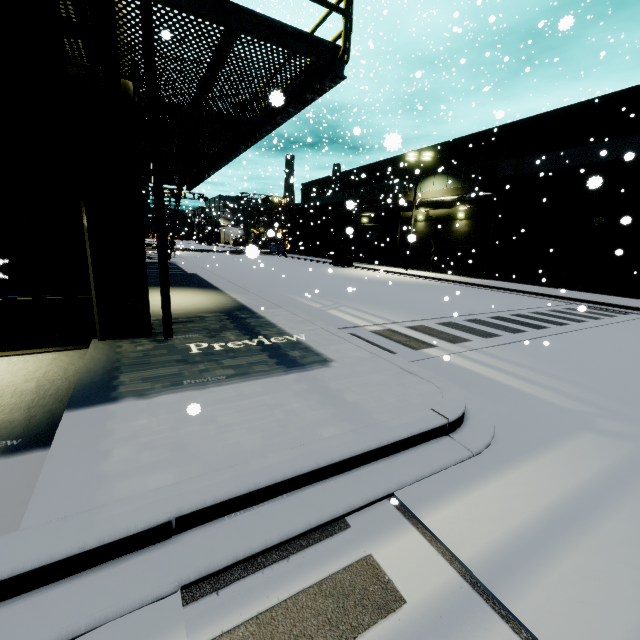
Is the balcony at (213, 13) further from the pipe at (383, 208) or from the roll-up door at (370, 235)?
the roll-up door at (370, 235)

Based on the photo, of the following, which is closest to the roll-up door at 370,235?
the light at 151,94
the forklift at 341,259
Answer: the forklift at 341,259

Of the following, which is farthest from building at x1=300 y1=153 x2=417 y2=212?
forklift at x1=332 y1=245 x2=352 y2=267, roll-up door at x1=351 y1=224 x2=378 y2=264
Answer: forklift at x1=332 y1=245 x2=352 y2=267

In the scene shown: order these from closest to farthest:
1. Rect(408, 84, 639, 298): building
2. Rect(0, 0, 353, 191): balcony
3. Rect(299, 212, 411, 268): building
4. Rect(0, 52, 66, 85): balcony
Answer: Rect(0, 0, 353, 191): balcony
Rect(0, 52, 66, 85): balcony
Rect(408, 84, 639, 298): building
Rect(299, 212, 411, 268): building

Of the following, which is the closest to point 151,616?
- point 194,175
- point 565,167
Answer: point 194,175

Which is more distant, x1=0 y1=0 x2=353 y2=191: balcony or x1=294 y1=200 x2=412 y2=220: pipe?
x1=294 y1=200 x2=412 y2=220: pipe

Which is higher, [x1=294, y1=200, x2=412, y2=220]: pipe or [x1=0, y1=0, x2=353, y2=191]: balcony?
[x1=294, y1=200, x2=412, y2=220]: pipe

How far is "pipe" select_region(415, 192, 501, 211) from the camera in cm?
2330
